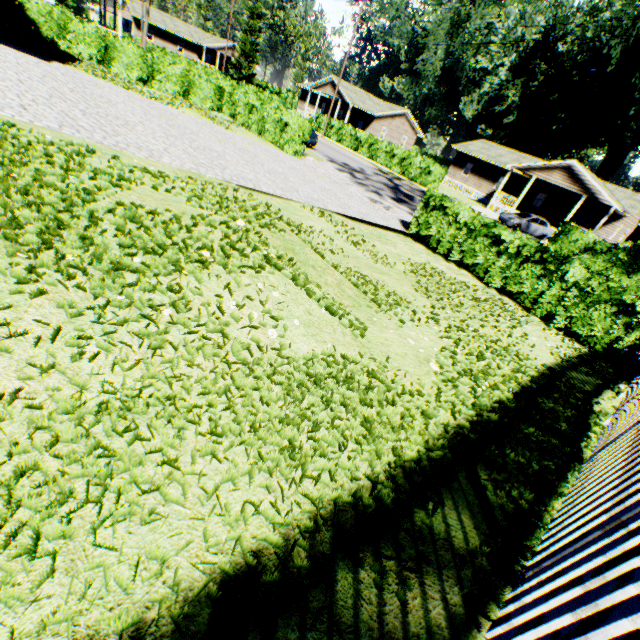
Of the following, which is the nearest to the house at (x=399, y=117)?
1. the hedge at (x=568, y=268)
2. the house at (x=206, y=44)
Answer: the house at (x=206, y=44)

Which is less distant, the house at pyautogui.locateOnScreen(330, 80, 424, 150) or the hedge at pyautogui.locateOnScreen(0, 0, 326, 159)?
the hedge at pyautogui.locateOnScreen(0, 0, 326, 159)

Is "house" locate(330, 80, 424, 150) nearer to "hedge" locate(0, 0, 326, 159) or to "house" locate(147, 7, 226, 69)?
"house" locate(147, 7, 226, 69)

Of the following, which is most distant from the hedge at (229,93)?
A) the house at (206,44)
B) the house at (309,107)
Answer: the house at (206,44)

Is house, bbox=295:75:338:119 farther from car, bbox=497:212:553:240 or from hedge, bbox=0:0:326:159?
car, bbox=497:212:553:240

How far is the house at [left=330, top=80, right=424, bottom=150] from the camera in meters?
43.8 m

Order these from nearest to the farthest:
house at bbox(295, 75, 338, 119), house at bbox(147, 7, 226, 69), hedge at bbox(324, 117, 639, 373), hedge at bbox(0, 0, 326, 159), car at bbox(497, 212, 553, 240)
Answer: hedge at bbox(324, 117, 639, 373)
hedge at bbox(0, 0, 326, 159)
car at bbox(497, 212, 553, 240)
house at bbox(295, 75, 338, 119)
house at bbox(147, 7, 226, 69)

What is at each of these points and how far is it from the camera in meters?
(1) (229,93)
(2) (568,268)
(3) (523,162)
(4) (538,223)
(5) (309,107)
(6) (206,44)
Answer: (1) hedge, 22.3 m
(2) hedge, 9.1 m
(3) house, 39.0 m
(4) car, 27.3 m
(5) house, 56.1 m
(6) house, 56.1 m
